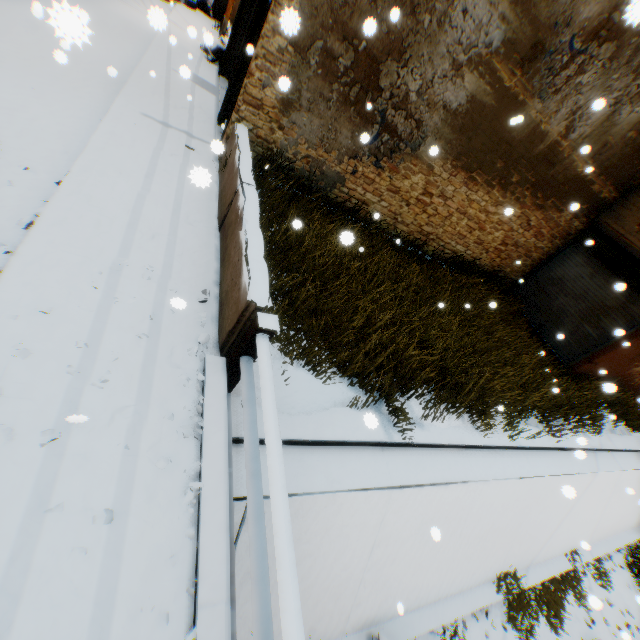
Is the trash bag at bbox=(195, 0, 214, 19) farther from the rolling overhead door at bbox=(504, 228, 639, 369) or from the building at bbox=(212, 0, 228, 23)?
the rolling overhead door at bbox=(504, 228, 639, 369)

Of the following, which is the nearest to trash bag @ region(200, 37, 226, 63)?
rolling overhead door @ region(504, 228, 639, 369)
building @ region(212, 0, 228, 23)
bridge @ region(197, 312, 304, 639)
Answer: building @ region(212, 0, 228, 23)

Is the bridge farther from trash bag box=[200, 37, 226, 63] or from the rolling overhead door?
trash bag box=[200, 37, 226, 63]

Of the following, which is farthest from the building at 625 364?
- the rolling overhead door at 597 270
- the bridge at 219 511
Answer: the bridge at 219 511

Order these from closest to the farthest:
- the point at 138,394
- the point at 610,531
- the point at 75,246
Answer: the point at 138,394, the point at 75,246, the point at 610,531

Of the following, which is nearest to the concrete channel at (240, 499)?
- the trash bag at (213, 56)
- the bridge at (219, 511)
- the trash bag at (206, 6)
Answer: the bridge at (219, 511)

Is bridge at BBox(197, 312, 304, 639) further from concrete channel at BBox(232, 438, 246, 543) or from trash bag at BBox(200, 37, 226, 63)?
trash bag at BBox(200, 37, 226, 63)

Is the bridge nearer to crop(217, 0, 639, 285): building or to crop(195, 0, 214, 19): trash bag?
crop(217, 0, 639, 285): building
